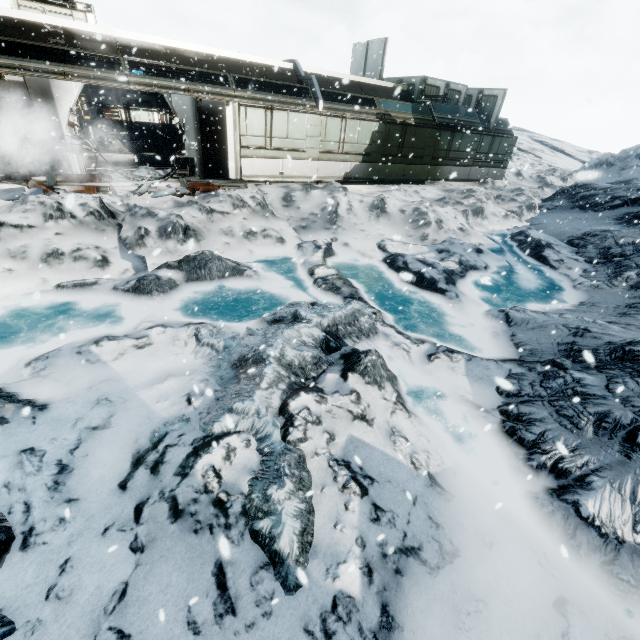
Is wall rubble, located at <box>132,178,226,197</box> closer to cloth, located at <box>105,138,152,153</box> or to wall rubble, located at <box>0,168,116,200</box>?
wall rubble, located at <box>0,168,116,200</box>

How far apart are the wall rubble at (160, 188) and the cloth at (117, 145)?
7.34m

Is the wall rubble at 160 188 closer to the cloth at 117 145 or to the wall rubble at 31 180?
the wall rubble at 31 180

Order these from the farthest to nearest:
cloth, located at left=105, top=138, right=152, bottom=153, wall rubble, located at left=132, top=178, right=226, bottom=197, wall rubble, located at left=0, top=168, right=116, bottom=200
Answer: cloth, located at left=105, top=138, right=152, bottom=153 < wall rubble, located at left=132, top=178, right=226, bottom=197 < wall rubble, located at left=0, top=168, right=116, bottom=200

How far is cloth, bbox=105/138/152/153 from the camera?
16.7 meters

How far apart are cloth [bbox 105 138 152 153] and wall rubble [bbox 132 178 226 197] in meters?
7.3 m

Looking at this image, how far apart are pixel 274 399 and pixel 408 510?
2.1m

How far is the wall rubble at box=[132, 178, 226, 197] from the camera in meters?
10.7 m
